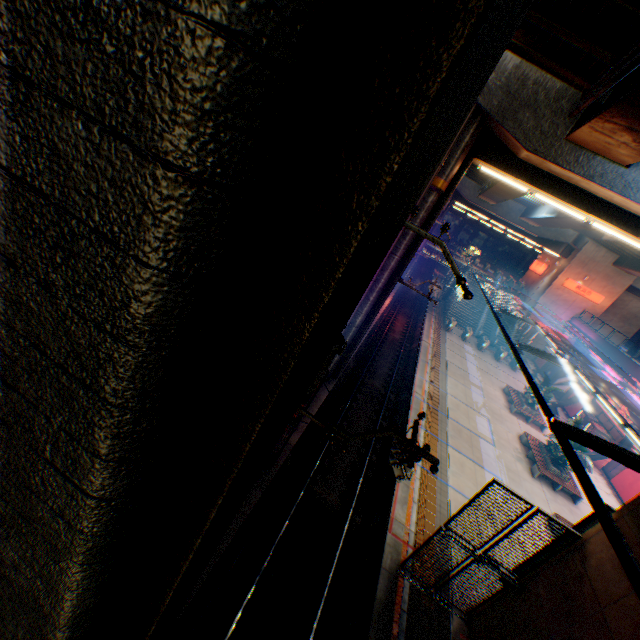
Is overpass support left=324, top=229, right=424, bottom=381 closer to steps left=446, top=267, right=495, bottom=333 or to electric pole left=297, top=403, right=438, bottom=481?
electric pole left=297, top=403, right=438, bottom=481

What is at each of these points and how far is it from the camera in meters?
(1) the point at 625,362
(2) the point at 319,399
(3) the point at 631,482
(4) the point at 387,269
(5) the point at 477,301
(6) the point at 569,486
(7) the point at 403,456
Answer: (1) concrete block, 27.2
(2) railway, 16.1
(3) billboard, 20.8
(4) overpass support, 14.7
(5) steps, 42.6
(6) bench, 18.5
(7) electric pole, 6.2

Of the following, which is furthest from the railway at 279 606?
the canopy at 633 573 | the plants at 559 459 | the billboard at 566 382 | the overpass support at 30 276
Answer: the billboard at 566 382

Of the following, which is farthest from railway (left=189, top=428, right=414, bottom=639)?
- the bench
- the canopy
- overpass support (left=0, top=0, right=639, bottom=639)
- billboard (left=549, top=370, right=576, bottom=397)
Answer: billboard (left=549, top=370, right=576, bottom=397)

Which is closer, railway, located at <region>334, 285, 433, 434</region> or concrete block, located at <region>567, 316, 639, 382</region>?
railway, located at <region>334, 285, 433, 434</region>

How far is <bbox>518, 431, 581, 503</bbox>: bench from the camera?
18.4 meters

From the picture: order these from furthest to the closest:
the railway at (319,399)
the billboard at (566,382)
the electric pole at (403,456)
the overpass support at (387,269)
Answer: the billboard at (566,382) < the railway at (319,399) < the overpass support at (387,269) < the electric pole at (403,456)

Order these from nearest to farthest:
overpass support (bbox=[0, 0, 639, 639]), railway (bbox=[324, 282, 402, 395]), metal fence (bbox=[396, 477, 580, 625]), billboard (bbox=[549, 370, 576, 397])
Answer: overpass support (bbox=[0, 0, 639, 639]), metal fence (bbox=[396, 477, 580, 625]), railway (bbox=[324, 282, 402, 395]), billboard (bbox=[549, 370, 576, 397])
